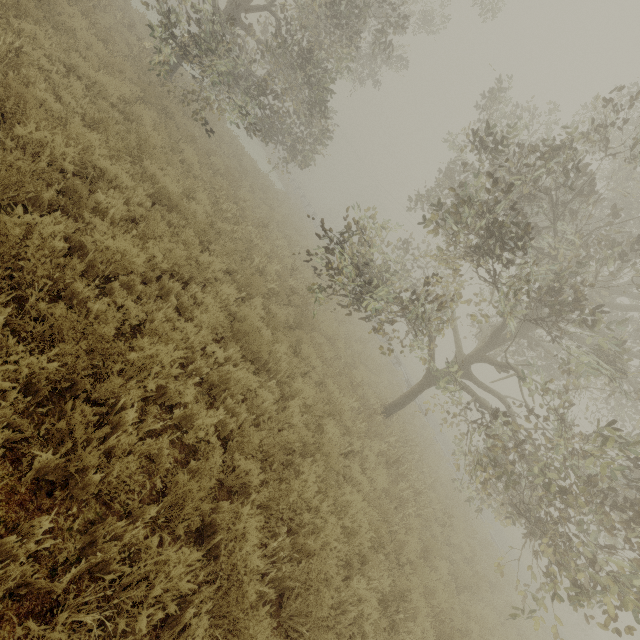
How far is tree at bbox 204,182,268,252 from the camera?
8.5 meters

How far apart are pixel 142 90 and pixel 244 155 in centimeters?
931cm

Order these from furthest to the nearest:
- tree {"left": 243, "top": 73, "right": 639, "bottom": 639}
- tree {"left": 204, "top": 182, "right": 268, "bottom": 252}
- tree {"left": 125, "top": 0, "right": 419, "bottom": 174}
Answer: tree {"left": 125, "top": 0, "right": 419, "bottom": 174}, tree {"left": 204, "top": 182, "right": 268, "bottom": 252}, tree {"left": 243, "top": 73, "right": 639, "bottom": 639}

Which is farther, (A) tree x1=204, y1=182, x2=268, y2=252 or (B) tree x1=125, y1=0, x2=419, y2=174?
(B) tree x1=125, y1=0, x2=419, y2=174

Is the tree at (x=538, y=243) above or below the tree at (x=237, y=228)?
above

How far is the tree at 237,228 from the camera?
8.49m

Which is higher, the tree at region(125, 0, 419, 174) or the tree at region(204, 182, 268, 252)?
the tree at region(125, 0, 419, 174)

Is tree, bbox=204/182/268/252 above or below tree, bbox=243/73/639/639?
below
